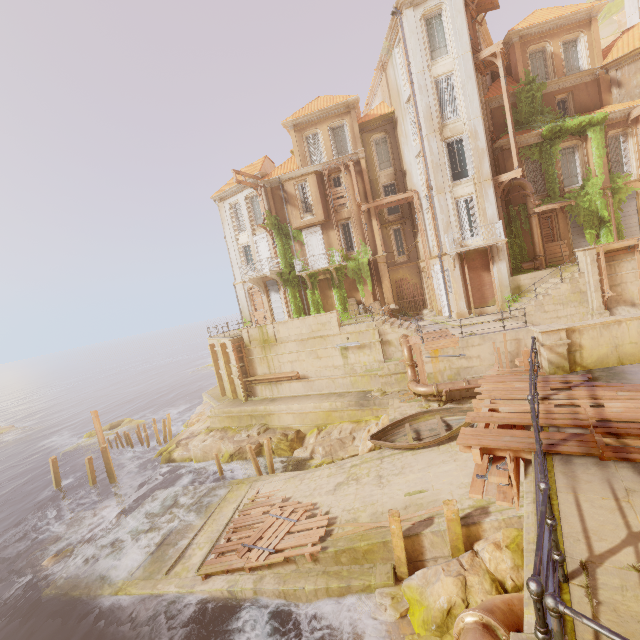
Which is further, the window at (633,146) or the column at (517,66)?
the column at (517,66)

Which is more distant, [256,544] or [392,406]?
[392,406]

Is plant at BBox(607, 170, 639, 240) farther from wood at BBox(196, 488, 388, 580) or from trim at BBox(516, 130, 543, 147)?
wood at BBox(196, 488, 388, 580)

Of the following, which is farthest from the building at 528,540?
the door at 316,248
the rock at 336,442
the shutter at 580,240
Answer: the door at 316,248

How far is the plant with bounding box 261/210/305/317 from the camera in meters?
27.6 m

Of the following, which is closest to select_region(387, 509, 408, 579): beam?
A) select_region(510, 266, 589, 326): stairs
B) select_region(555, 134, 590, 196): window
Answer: select_region(510, 266, 589, 326): stairs

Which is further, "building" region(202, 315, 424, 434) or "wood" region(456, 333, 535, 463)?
"building" region(202, 315, 424, 434)

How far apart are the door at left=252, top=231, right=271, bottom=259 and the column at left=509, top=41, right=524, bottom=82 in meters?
22.0 m
